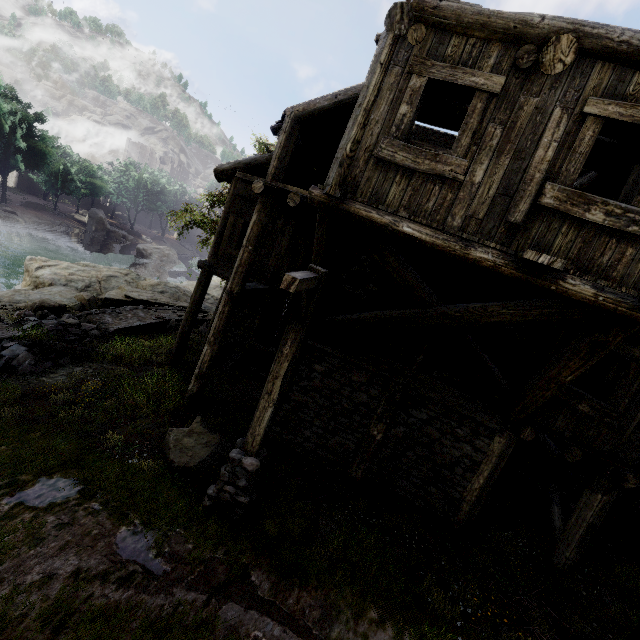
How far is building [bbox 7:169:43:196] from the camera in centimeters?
5200cm

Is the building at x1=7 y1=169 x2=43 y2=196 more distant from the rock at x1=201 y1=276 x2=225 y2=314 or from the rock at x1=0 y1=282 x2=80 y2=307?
the rock at x1=0 y1=282 x2=80 y2=307

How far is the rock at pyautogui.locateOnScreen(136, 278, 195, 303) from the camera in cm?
2303

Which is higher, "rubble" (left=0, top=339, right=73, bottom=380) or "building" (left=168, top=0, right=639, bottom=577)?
"building" (left=168, top=0, right=639, bottom=577)

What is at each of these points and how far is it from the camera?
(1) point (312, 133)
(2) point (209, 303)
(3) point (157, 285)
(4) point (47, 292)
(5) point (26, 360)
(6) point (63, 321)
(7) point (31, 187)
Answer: (1) building, 8.60m
(2) rock, 26.86m
(3) rock, 23.42m
(4) rock, 17.27m
(5) rubble, 9.66m
(6) rubble, 13.16m
(7) building, 54.12m

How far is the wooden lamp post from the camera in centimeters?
455cm

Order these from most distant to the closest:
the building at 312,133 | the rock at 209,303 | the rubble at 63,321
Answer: the rock at 209,303, the rubble at 63,321, the building at 312,133

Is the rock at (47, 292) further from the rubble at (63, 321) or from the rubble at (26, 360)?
the rubble at (26, 360)
